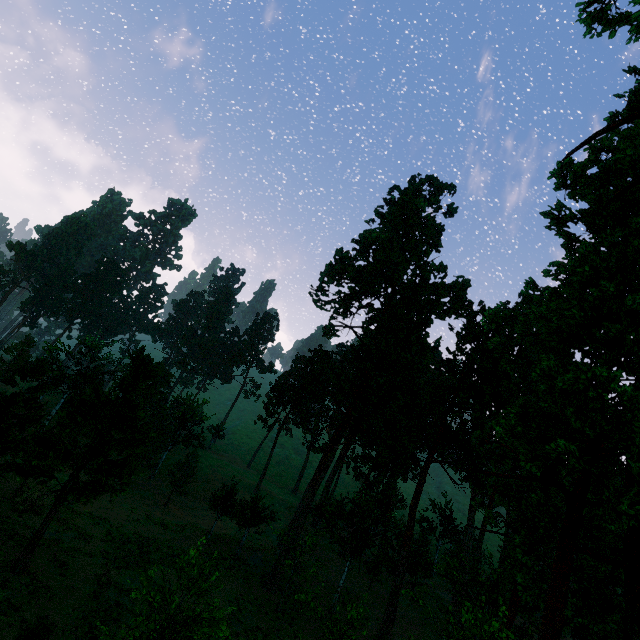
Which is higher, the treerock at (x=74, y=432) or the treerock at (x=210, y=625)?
the treerock at (x=210, y=625)

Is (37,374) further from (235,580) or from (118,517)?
(235,580)

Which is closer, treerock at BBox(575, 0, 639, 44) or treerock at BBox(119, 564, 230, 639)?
treerock at BBox(119, 564, 230, 639)

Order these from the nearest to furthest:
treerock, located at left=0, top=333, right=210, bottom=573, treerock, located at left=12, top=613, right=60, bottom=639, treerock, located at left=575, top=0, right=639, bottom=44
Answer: treerock, located at left=12, top=613, right=60, bottom=639 < treerock, located at left=575, top=0, right=639, bottom=44 < treerock, located at left=0, top=333, right=210, bottom=573

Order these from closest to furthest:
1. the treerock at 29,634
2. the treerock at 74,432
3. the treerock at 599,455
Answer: the treerock at 29,634, the treerock at 599,455, the treerock at 74,432
